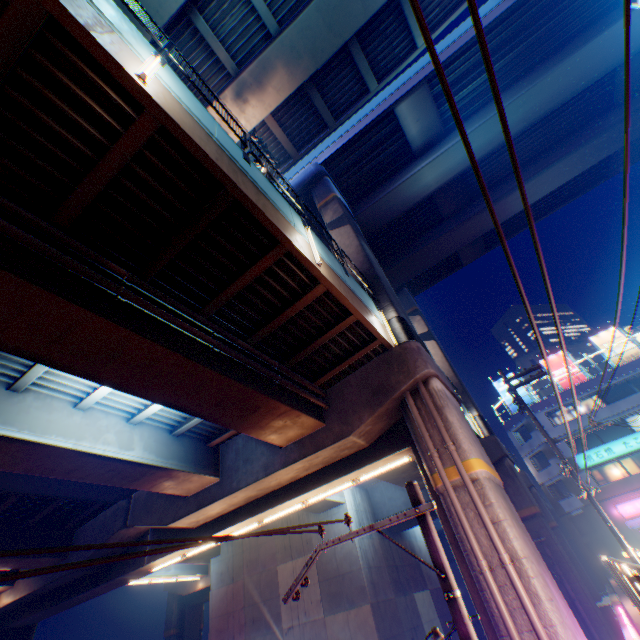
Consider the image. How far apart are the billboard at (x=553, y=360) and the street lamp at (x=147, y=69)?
45.4m

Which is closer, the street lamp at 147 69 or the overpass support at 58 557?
the street lamp at 147 69

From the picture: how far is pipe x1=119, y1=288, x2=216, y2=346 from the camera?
6.80m

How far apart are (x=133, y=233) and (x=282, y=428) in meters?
7.7

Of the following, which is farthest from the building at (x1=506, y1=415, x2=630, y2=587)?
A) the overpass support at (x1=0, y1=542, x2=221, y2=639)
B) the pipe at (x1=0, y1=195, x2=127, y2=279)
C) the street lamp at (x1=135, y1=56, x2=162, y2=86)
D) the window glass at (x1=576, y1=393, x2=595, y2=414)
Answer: the street lamp at (x1=135, y1=56, x2=162, y2=86)

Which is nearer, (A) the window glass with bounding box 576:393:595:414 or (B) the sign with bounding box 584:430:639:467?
(B) the sign with bounding box 584:430:639:467

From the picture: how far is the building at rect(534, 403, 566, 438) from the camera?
33.59m

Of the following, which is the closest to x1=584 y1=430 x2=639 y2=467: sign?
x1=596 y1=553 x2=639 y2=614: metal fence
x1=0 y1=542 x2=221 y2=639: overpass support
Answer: x1=596 y1=553 x2=639 y2=614: metal fence
